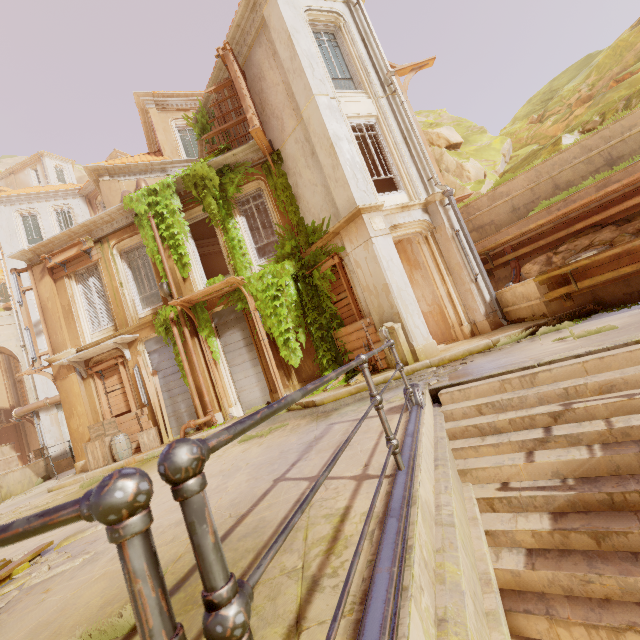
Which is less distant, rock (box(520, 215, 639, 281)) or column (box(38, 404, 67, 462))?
rock (box(520, 215, 639, 281))

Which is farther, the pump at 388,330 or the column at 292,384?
the column at 292,384

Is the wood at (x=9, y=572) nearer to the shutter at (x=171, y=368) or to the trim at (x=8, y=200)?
the shutter at (x=171, y=368)

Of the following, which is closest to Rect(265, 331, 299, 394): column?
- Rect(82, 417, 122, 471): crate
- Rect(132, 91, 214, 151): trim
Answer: Rect(82, 417, 122, 471): crate

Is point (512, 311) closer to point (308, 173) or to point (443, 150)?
point (308, 173)

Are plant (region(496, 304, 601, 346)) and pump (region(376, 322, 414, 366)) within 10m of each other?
yes

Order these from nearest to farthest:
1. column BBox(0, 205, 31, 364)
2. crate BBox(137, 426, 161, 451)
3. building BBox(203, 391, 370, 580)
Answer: building BBox(203, 391, 370, 580)
crate BBox(137, 426, 161, 451)
column BBox(0, 205, 31, 364)

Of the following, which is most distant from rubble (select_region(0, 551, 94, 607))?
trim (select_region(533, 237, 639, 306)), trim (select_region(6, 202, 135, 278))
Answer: trim (select_region(6, 202, 135, 278))
